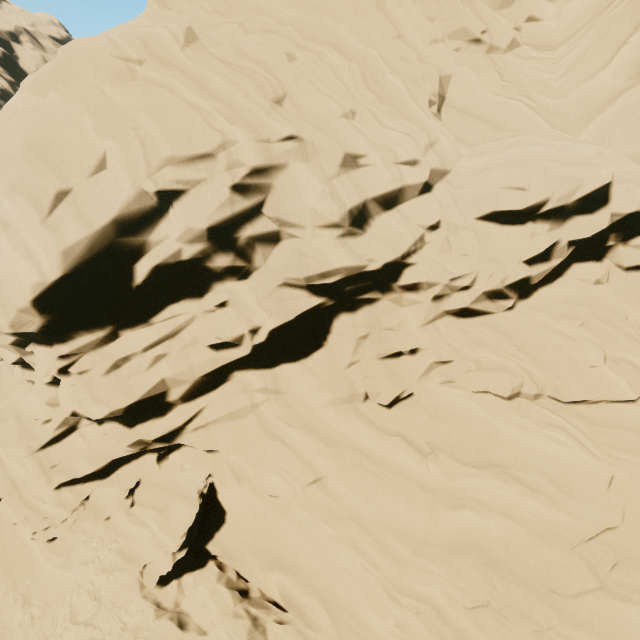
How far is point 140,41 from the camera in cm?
987
